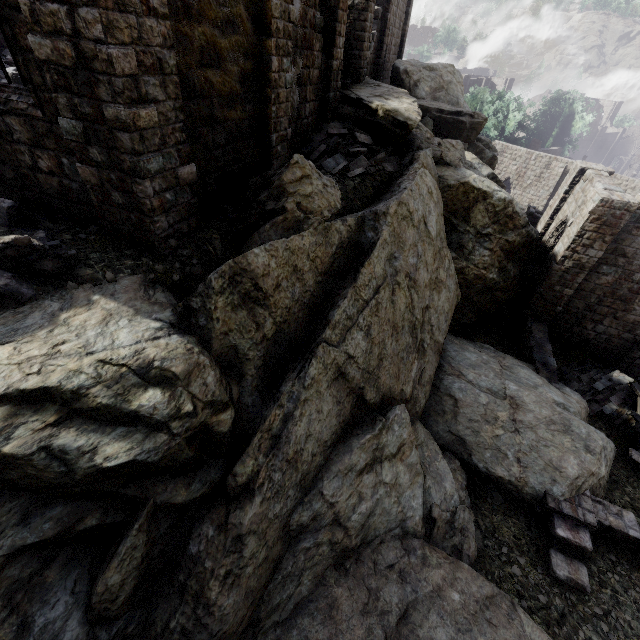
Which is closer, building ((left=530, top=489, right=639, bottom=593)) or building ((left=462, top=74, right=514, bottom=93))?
building ((left=530, top=489, right=639, bottom=593))

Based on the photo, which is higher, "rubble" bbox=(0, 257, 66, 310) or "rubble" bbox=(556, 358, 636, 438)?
"rubble" bbox=(0, 257, 66, 310)

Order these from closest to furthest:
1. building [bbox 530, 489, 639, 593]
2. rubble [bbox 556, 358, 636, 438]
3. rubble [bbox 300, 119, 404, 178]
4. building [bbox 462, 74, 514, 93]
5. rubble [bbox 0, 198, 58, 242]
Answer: rubble [bbox 0, 198, 58, 242] < building [bbox 530, 489, 639, 593] < rubble [bbox 300, 119, 404, 178] < rubble [bbox 556, 358, 636, 438] < building [bbox 462, 74, 514, 93]

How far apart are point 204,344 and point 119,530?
3.0m

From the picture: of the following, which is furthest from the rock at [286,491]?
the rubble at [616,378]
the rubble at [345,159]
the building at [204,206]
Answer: the rubble at [616,378]

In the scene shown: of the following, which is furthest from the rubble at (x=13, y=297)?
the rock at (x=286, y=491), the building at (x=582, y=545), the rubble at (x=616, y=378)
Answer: the rubble at (x=616, y=378)

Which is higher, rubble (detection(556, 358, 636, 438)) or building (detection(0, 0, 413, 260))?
building (detection(0, 0, 413, 260))
